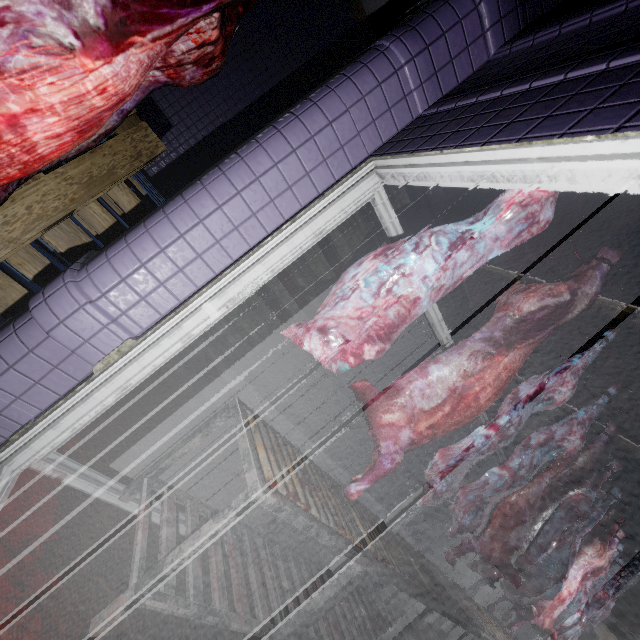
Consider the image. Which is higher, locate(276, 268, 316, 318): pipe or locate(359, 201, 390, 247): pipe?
locate(359, 201, 390, 247): pipe

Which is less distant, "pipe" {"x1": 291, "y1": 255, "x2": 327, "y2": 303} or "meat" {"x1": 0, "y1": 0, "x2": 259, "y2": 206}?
"meat" {"x1": 0, "y1": 0, "x2": 259, "y2": 206}

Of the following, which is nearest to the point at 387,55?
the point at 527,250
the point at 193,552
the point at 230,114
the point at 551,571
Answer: the point at 193,552

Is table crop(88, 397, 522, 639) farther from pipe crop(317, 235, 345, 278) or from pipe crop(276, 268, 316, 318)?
pipe crop(276, 268, 316, 318)

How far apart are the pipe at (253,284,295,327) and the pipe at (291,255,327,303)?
0.1 meters

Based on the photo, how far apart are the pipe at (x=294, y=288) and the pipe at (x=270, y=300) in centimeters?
11cm

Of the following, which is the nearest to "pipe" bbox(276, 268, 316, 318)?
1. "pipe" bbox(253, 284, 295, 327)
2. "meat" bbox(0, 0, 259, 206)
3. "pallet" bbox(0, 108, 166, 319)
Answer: "pipe" bbox(253, 284, 295, 327)
